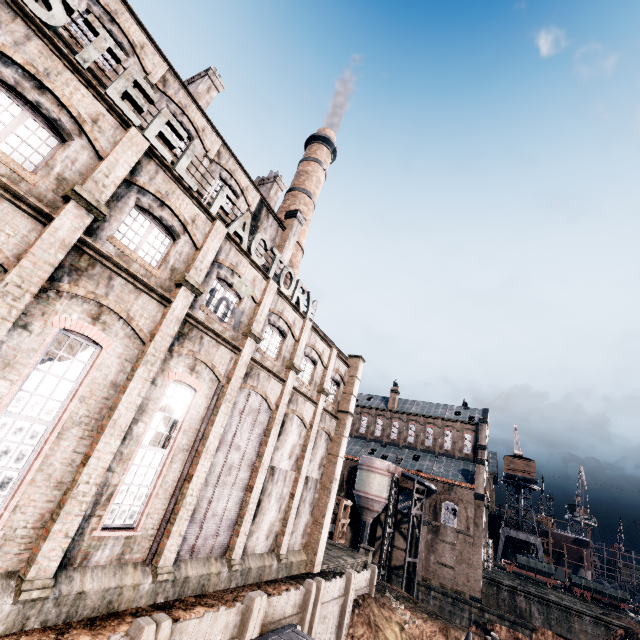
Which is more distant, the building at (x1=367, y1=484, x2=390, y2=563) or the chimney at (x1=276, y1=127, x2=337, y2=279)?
the building at (x1=367, y1=484, x2=390, y2=563)

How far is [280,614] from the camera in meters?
14.2 m

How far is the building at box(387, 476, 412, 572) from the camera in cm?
4359

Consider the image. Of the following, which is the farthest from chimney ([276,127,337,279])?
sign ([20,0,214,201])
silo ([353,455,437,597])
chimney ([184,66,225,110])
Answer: silo ([353,455,437,597])

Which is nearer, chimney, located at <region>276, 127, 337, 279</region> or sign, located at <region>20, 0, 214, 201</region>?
sign, located at <region>20, 0, 214, 201</region>

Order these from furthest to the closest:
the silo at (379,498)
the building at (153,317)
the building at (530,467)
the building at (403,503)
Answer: the building at (530,467)
the building at (403,503)
the silo at (379,498)
the building at (153,317)

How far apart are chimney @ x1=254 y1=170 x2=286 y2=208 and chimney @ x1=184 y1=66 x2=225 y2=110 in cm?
759

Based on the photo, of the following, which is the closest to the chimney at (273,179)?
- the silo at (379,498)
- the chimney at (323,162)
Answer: the chimney at (323,162)
